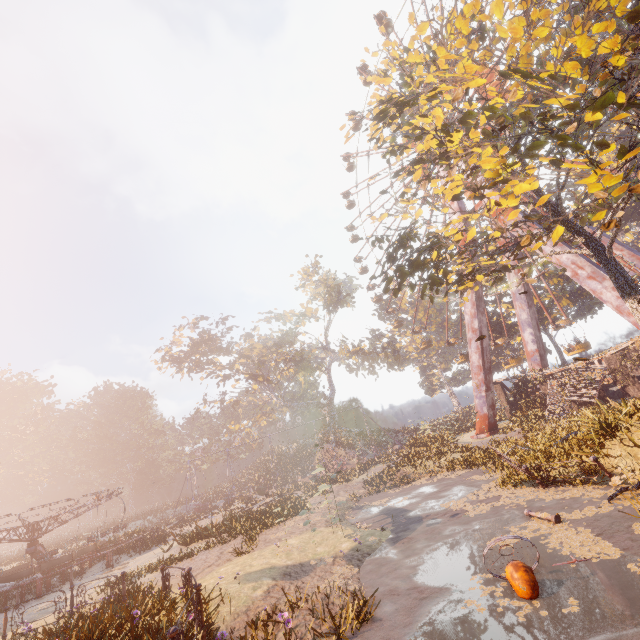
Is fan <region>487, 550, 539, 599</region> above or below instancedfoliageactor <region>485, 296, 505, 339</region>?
below

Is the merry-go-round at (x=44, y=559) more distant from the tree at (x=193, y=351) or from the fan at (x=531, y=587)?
the tree at (x=193, y=351)

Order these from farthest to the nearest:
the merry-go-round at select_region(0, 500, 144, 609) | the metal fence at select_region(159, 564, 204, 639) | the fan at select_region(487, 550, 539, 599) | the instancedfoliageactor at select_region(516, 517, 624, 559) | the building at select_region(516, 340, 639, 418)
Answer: the building at select_region(516, 340, 639, 418) < the merry-go-round at select_region(0, 500, 144, 609) < the instancedfoliageactor at select_region(516, 517, 624, 559) < the fan at select_region(487, 550, 539, 599) < the metal fence at select_region(159, 564, 204, 639)

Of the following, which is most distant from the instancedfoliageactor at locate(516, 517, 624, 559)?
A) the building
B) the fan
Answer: the building

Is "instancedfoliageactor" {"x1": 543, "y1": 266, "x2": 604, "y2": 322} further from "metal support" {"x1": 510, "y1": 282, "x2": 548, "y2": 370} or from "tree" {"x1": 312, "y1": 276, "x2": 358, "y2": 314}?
"tree" {"x1": 312, "y1": 276, "x2": 358, "y2": 314}

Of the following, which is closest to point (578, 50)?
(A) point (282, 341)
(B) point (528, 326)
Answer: (B) point (528, 326)

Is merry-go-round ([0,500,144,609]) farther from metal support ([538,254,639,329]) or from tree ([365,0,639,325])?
metal support ([538,254,639,329])

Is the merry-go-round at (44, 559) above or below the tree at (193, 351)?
below
